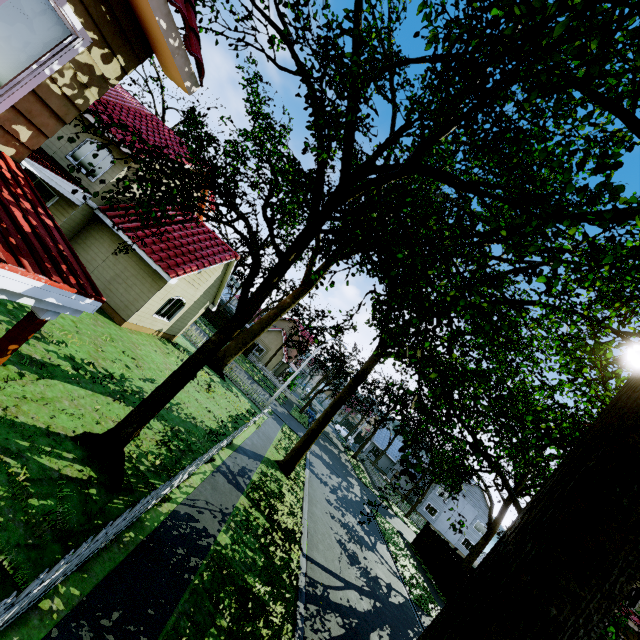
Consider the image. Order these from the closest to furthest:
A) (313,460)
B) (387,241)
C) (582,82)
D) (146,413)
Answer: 1. (582,82)
2. (146,413)
3. (387,241)
4. (313,460)

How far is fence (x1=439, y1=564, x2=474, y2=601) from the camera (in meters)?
19.86

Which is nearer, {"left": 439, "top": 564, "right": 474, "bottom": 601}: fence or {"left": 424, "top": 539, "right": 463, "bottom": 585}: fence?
{"left": 439, "top": 564, "right": 474, "bottom": 601}: fence

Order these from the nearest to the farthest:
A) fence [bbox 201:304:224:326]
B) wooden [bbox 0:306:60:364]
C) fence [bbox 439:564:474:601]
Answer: wooden [bbox 0:306:60:364] < fence [bbox 439:564:474:601] < fence [bbox 201:304:224:326]

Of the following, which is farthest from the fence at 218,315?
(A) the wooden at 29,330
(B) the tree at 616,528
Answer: (A) the wooden at 29,330

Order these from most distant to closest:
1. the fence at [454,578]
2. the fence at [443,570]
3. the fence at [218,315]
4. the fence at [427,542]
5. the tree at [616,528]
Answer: the fence at [218,315] → the fence at [427,542] → the fence at [443,570] → the fence at [454,578] → the tree at [616,528]

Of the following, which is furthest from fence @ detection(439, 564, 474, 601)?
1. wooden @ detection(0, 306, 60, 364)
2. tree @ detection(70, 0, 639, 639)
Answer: wooden @ detection(0, 306, 60, 364)
